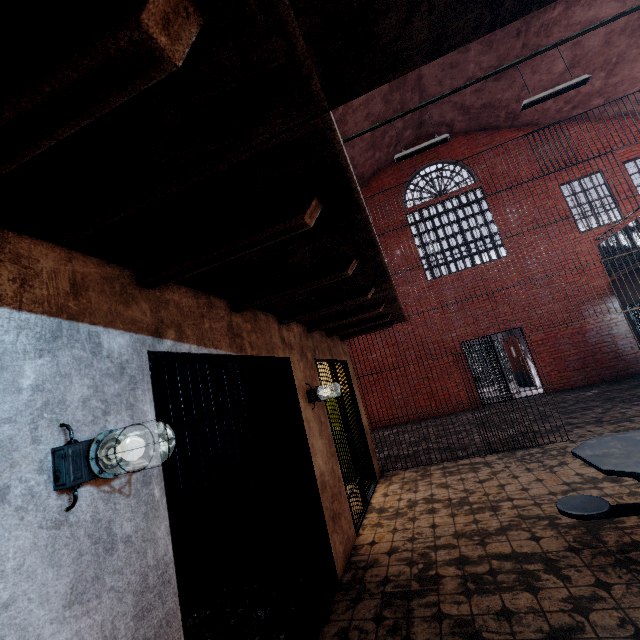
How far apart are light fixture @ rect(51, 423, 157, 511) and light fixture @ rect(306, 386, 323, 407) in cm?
262

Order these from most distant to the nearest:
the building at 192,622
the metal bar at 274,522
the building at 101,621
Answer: the building at 192,622 → the metal bar at 274,522 → the building at 101,621

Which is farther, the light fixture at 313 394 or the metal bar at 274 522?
the light fixture at 313 394

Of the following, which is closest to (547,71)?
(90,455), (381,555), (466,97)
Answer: (466,97)

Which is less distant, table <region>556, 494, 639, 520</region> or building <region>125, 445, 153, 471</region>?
building <region>125, 445, 153, 471</region>

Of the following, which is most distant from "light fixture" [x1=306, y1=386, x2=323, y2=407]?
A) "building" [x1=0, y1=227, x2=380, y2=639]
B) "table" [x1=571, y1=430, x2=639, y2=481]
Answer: "table" [x1=571, y1=430, x2=639, y2=481]

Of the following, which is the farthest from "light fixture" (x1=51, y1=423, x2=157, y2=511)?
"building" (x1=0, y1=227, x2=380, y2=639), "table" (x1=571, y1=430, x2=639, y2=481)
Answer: "table" (x1=571, y1=430, x2=639, y2=481)
